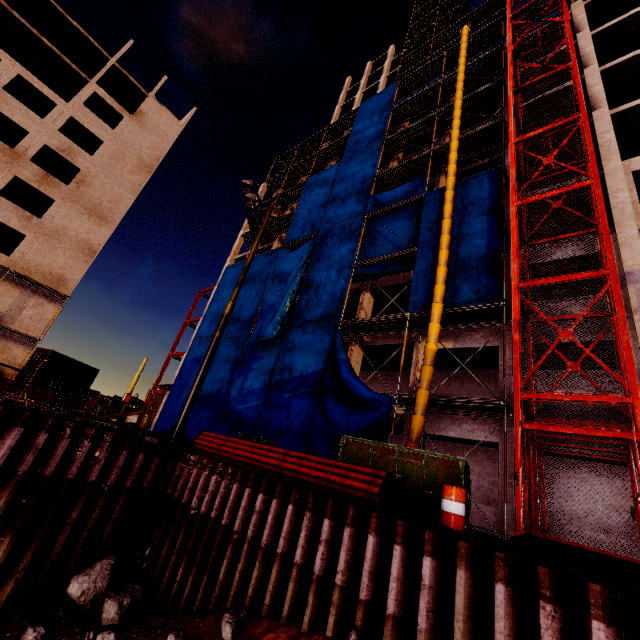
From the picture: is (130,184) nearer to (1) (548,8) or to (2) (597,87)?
(1) (548,8)

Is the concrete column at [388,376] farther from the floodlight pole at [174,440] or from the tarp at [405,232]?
the floodlight pole at [174,440]

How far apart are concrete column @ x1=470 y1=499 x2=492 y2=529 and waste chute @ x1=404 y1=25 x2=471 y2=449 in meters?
2.2 m

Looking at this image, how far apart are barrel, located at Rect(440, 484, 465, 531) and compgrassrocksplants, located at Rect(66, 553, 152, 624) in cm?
729

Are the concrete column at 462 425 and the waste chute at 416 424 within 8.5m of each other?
yes

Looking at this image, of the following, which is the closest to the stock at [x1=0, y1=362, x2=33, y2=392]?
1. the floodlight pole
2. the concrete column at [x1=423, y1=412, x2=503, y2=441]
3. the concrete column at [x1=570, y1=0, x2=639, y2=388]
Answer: the floodlight pole

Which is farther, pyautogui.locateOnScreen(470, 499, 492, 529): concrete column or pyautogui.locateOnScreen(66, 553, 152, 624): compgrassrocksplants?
pyautogui.locateOnScreen(470, 499, 492, 529): concrete column

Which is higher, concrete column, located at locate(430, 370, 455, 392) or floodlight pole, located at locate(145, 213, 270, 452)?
concrete column, located at locate(430, 370, 455, 392)
